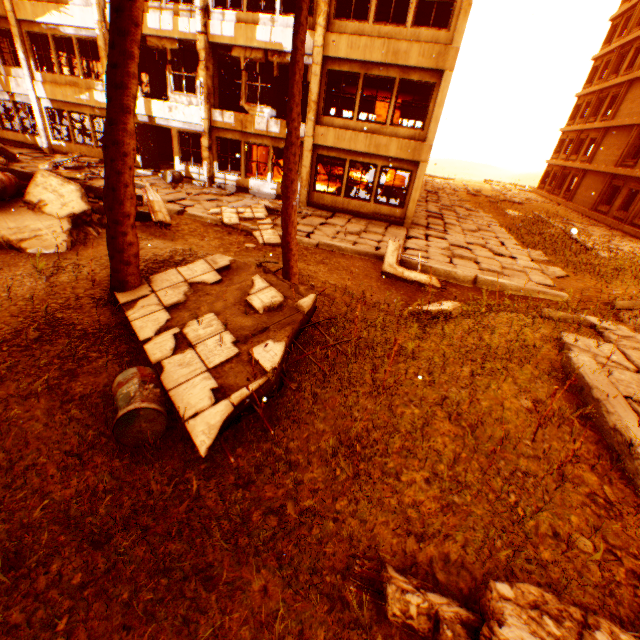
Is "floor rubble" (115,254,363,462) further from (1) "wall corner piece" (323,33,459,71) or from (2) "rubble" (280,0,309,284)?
(1) "wall corner piece" (323,33,459,71)

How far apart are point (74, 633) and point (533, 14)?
29.2 meters

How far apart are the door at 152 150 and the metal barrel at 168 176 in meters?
0.0 m

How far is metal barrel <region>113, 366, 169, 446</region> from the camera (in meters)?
3.45

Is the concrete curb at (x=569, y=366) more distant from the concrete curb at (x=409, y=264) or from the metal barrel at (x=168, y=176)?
the metal barrel at (x=168, y=176)

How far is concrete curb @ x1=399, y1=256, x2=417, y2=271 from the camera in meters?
9.8 m

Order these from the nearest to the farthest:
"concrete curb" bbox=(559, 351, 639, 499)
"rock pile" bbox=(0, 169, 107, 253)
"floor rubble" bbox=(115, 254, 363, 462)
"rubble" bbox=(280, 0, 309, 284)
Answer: "concrete curb" bbox=(559, 351, 639, 499), "floor rubble" bbox=(115, 254, 363, 462), "rubble" bbox=(280, 0, 309, 284), "rock pile" bbox=(0, 169, 107, 253)

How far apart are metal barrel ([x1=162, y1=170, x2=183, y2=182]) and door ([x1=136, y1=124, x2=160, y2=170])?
0.0 meters
